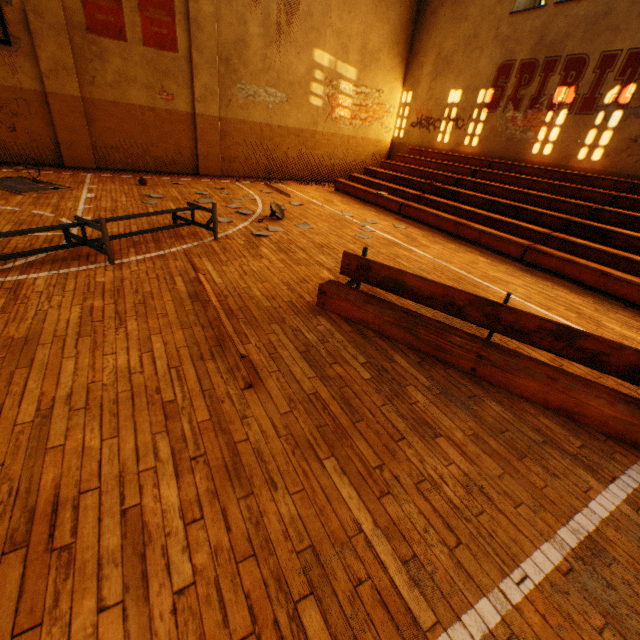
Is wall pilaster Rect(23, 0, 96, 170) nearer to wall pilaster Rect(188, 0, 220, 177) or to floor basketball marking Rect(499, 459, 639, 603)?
wall pilaster Rect(188, 0, 220, 177)

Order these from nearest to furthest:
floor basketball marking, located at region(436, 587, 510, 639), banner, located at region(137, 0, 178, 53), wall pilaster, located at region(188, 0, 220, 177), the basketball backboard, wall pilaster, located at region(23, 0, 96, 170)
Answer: floor basketball marking, located at region(436, 587, 510, 639), the basketball backboard, wall pilaster, located at region(23, 0, 96, 170), banner, located at region(137, 0, 178, 53), wall pilaster, located at region(188, 0, 220, 177)

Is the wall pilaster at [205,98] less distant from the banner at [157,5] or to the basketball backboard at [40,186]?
the banner at [157,5]

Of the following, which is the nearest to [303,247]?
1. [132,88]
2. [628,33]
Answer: [132,88]

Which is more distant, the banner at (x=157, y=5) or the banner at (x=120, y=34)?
the banner at (x=157, y=5)

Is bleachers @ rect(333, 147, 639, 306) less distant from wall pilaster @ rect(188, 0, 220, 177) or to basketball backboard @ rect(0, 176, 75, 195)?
wall pilaster @ rect(188, 0, 220, 177)

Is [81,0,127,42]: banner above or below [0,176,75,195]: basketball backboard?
above

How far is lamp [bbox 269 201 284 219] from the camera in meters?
7.6 m
